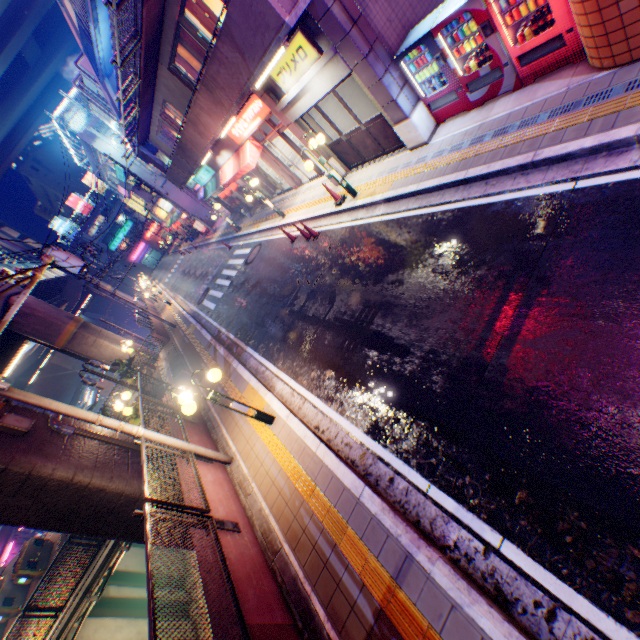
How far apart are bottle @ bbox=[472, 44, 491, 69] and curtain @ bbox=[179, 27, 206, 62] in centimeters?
850cm

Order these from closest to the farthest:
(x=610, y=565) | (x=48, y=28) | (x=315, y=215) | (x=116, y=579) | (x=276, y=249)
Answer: (x=610, y=565), (x=315, y=215), (x=276, y=249), (x=116, y=579), (x=48, y=28)

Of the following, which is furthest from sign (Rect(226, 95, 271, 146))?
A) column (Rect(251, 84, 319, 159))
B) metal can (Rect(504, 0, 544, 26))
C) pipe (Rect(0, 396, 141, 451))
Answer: pipe (Rect(0, 396, 141, 451))

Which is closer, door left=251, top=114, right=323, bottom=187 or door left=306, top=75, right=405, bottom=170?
door left=306, top=75, right=405, bottom=170

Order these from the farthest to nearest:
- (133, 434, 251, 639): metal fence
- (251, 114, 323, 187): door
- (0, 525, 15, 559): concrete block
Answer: (0, 525, 15, 559): concrete block → (251, 114, 323, 187): door → (133, 434, 251, 639): metal fence

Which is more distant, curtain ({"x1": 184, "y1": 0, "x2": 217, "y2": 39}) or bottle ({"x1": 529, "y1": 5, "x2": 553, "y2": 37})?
curtain ({"x1": 184, "y1": 0, "x2": 217, "y2": 39})

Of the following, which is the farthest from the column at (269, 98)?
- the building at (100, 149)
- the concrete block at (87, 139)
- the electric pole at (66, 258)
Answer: the concrete block at (87, 139)

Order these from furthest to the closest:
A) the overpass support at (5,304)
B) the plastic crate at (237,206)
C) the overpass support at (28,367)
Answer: the plastic crate at (237,206), the overpass support at (28,367), the overpass support at (5,304)
